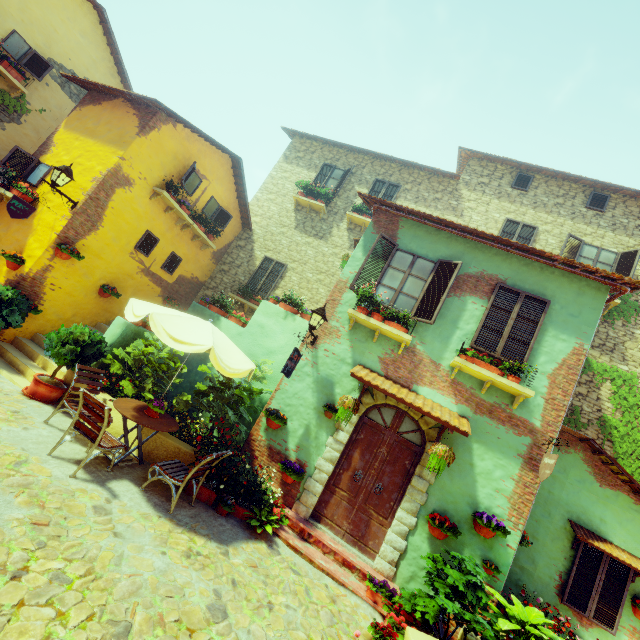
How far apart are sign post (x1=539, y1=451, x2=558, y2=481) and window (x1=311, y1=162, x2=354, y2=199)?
10.80m

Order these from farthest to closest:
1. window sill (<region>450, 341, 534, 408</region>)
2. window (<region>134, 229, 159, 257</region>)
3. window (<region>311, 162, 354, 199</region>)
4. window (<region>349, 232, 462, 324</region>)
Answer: window (<region>311, 162, 354, 199</region>) < window (<region>134, 229, 159, 257</region>) < window (<region>349, 232, 462, 324</region>) < window sill (<region>450, 341, 534, 408</region>)

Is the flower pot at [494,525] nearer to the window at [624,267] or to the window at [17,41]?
the window at [17,41]

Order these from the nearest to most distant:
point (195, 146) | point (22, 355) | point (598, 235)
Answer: point (22, 355), point (195, 146), point (598, 235)

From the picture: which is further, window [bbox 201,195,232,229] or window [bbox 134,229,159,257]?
window [bbox 201,195,232,229]

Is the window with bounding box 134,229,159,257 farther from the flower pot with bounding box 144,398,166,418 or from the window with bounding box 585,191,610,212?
the window with bounding box 585,191,610,212

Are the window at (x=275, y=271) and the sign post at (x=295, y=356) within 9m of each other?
yes

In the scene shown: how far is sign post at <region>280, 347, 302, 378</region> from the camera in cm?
632
